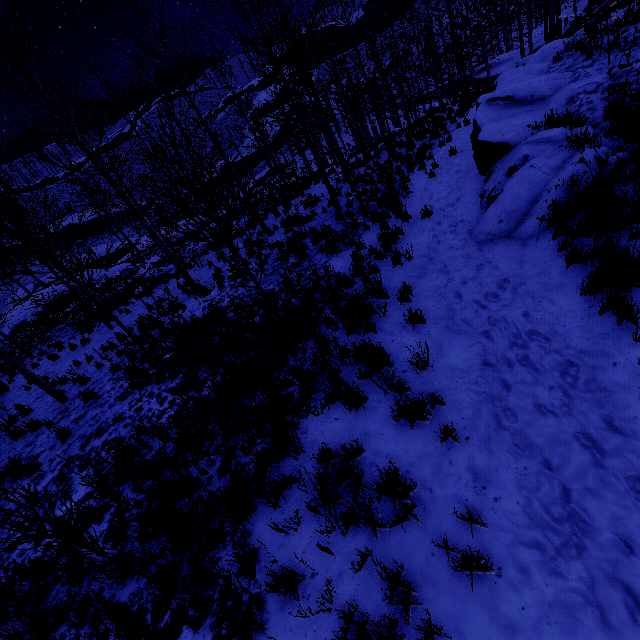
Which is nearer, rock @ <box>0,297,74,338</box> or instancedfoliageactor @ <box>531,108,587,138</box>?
instancedfoliageactor @ <box>531,108,587,138</box>

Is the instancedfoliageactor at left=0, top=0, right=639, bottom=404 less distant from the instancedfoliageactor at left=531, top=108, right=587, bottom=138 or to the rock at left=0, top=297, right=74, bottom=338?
the instancedfoliageactor at left=531, top=108, right=587, bottom=138

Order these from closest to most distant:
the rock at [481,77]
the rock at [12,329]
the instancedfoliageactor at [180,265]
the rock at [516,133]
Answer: the instancedfoliageactor at [180,265], the rock at [516,133], the rock at [12,329], the rock at [481,77]

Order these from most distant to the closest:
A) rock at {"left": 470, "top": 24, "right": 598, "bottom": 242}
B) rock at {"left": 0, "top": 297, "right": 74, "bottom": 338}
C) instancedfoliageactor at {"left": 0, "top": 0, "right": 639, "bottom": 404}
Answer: rock at {"left": 0, "top": 297, "right": 74, "bottom": 338} → rock at {"left": 470, "top": 24, "right": 598, "bottom": 242} → instancedfoliageactor at {"left": 0, "top": 0, "right": 639, "bottom": 404}

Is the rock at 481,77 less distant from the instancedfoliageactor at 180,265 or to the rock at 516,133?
the rock at 516,133

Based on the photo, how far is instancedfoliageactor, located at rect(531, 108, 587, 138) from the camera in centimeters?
715cm

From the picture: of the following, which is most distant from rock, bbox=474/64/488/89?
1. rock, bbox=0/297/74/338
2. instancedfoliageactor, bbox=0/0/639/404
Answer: rock, bbox=0/297/74/338

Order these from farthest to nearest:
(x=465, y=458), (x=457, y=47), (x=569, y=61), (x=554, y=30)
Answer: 1. (x=457, y=47)
2. (x=554, y=30)
3. (x=569, y=61)
4. (x=465, y=458)
